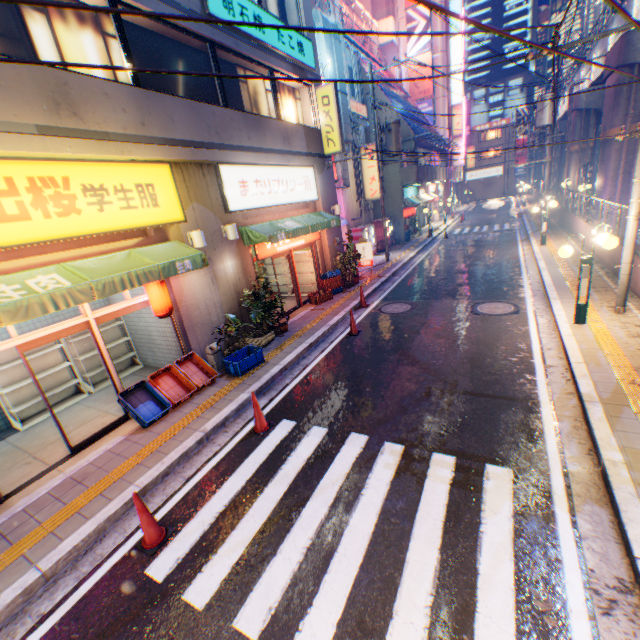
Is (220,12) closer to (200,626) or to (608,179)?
(200,626)

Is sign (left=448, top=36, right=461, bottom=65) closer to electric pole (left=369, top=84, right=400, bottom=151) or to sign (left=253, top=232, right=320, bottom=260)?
electric pole (left=369, top=84, right=400, bottom=151)

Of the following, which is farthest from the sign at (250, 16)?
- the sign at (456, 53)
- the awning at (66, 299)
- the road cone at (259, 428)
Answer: the sign at (456, 53)

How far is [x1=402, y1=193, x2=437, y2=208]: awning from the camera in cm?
2442

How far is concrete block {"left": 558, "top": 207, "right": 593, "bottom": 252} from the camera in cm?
1391

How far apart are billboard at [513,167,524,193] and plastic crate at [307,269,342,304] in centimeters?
6058cm

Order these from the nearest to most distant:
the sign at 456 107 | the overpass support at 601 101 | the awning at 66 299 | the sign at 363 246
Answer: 1. the awning at 66 299
2. the sign at 363 246
3. the overpass support at 601 101
4. the sign at 456 107

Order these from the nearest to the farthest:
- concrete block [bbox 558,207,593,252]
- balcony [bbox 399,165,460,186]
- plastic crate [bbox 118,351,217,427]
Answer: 1. plastic crate [bbox 118,351,217,427]
2. concrete block [bbox 558,207,593,252]
3. balcony [bbox 399,165,460,186]
